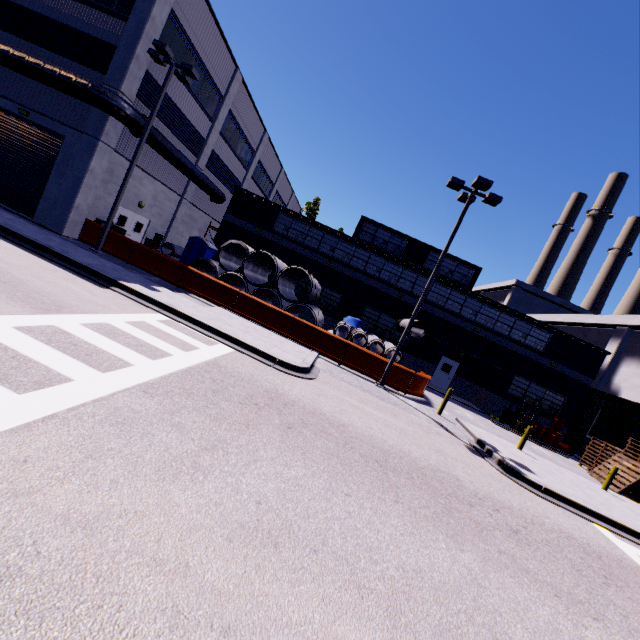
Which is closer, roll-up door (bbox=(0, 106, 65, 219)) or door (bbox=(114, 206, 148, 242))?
roll-up door (bbox=(0, 106, 65, 219))

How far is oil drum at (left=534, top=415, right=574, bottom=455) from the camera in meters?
21.7

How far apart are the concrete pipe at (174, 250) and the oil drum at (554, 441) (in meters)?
28.18

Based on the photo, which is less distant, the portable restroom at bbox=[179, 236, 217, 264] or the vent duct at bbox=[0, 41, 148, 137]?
the vent duct at bbox=[0, 41, 148, 137]

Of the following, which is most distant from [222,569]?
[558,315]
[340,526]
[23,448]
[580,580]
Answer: [558,315]

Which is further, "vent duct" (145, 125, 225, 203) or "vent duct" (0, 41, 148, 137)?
"vent duct" (145, 125, 225, 203)

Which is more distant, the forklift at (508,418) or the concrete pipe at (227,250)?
the forklift at (508,418)

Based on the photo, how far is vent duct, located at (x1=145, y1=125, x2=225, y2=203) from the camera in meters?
17.2 m
